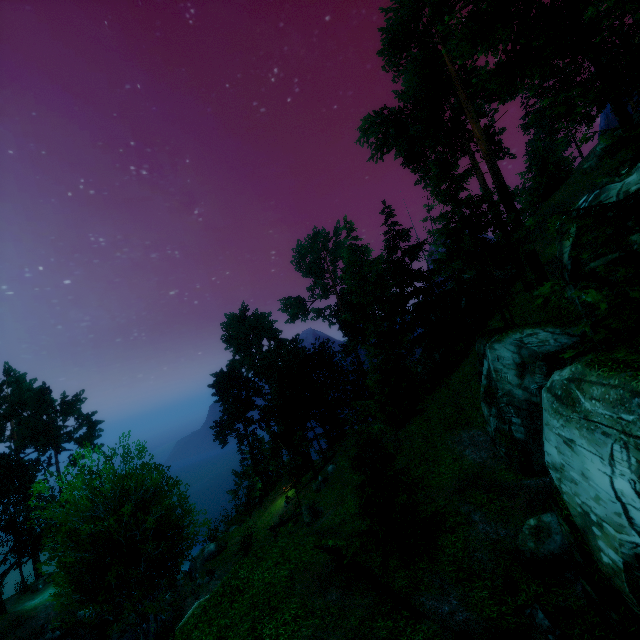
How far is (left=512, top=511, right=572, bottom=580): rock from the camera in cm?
1150

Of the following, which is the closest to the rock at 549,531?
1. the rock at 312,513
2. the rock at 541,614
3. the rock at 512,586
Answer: the rock at 512,586

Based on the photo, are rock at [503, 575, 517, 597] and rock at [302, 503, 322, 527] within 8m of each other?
no

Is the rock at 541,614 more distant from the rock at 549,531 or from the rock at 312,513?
the rock at 312,513

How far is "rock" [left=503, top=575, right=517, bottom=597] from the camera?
11.32m

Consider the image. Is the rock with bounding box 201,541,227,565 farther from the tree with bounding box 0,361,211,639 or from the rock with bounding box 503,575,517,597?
the rock with bounding box 503,575,517,597

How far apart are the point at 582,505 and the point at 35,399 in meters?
49.1

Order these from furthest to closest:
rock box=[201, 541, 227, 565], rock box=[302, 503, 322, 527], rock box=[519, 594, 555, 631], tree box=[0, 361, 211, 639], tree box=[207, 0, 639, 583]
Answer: rock box=[201, 541, 227, 565], rock box=[302, 503, 322, 527], tree box=[0, 361, 211, 639], rock box=[519, 594, 555, 631], tree box=[207, 0, 639, 583]
